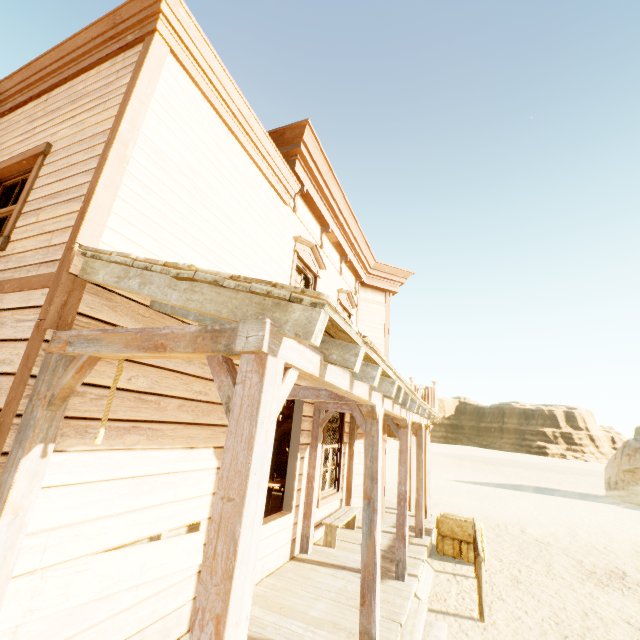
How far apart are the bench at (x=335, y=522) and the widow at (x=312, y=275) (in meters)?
3.38

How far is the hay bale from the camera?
7.52m

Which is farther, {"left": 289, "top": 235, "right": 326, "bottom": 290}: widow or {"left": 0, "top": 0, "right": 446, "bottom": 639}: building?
{"left": 289, "top": 235, "right": 326, "bottom": 290}: widow

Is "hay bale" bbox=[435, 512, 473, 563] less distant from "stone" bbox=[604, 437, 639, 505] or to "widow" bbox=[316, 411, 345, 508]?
"widow" bbox=[316, 411, 345, 508]

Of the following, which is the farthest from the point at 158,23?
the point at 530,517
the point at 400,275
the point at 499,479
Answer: the point at 499,479

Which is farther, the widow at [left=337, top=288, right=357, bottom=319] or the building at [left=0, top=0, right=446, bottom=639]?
the widow at [left=337, top=288, right=357, bottom=319]

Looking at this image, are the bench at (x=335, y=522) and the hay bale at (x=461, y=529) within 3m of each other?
yes

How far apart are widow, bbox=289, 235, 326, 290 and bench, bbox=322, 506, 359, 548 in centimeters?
338cm
